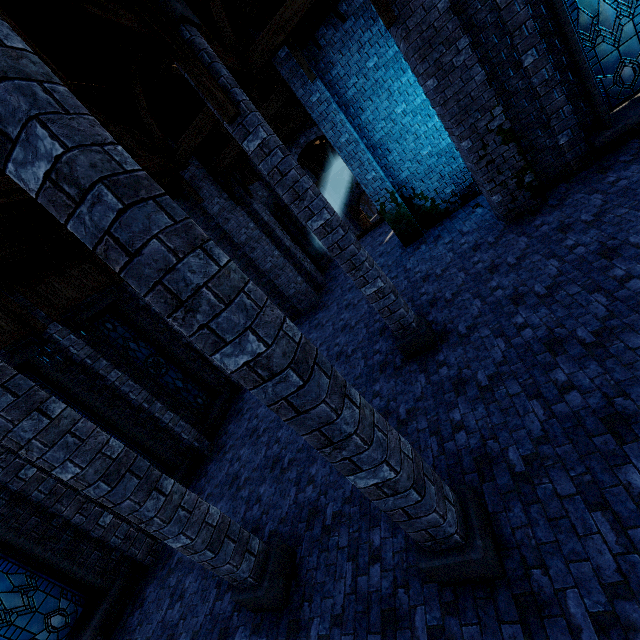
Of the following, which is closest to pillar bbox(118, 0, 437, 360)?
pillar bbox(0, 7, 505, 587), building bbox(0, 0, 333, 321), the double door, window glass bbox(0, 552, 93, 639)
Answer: building bbox(0, 0, 333, 321)

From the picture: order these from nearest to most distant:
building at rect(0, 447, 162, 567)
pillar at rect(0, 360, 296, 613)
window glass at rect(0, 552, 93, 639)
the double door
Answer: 1. pillar at rect(0, 360, 296, 613)
2. window glass at rect(0, 552, 93, 639)
3. building at rect(0, 447, 162, 567)
4. the double door

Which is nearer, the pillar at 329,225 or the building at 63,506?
the pillar at 329,225

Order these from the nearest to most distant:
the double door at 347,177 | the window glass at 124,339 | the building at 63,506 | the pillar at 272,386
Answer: the pillar at 272,386
the building at 63,506
the window glass at 124,339
the double door at 347,177

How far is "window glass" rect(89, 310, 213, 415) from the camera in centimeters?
1023cm

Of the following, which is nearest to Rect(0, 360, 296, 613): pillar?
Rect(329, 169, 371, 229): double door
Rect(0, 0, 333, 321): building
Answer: Rect(0, 0, 333, 321): building

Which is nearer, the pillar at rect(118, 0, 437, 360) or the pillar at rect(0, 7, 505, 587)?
the pillar at rect(0, 7, 505, 587)

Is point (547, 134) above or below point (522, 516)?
above
